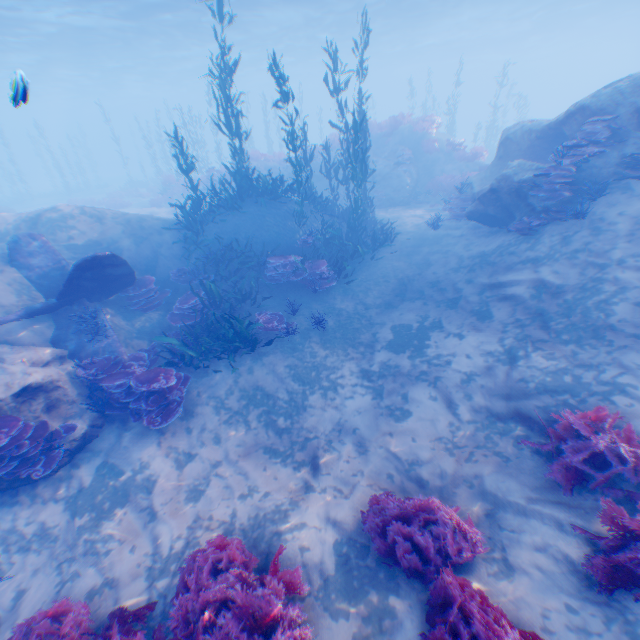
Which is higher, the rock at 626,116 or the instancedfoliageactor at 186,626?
the rock at 626,116

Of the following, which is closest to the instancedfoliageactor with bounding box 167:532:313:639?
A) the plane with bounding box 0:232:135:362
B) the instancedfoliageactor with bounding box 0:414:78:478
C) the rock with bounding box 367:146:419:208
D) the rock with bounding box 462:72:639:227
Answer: the rock with bounding box 462:72:639:227

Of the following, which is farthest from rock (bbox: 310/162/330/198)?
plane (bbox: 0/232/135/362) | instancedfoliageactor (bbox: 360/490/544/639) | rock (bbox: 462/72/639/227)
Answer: instancedfoliageactor (bbox: 360/490/544/639)

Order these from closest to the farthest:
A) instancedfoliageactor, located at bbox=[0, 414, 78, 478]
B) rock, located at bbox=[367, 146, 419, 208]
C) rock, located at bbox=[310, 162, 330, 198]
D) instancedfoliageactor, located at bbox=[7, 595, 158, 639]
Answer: instancedfoliageactor, located at bbox=[7, 595, 158, 639] < instancedfoliageactor, located at bbox=[0, 414, 78, 478] < rock, located at bbox=[367, 146, 419, 208] < rock, located at bbox=[310, 162, 330, 198]

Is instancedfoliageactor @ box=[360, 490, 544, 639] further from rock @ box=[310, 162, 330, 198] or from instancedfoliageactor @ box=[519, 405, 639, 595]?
rock @ box=[310, 162, 330, 198]

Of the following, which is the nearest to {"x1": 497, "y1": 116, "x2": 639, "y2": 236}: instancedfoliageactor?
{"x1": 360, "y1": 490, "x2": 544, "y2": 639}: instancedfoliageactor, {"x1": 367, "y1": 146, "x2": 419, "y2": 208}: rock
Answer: {"x1": 360, "y1": 490, "x2": 544, "y2": 639}: instancedfoliageactor

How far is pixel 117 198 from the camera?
31.28m
